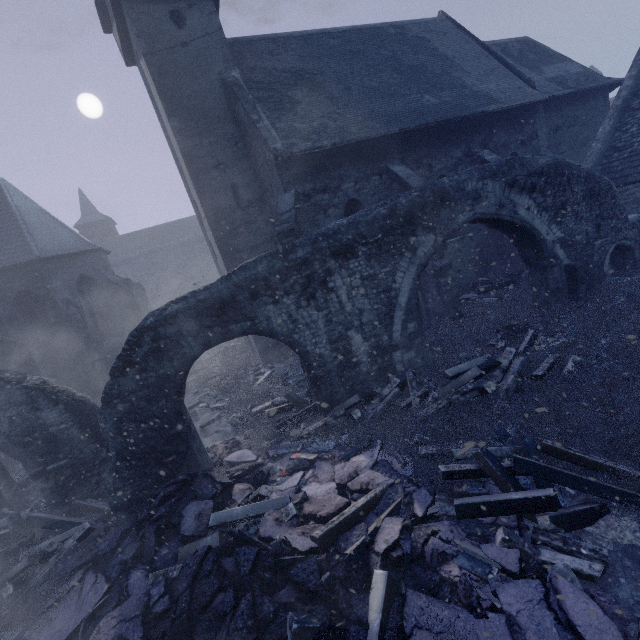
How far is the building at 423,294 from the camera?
11.9m

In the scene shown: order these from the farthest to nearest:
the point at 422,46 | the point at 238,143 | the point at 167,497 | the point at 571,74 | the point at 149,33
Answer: the point at 571,74, the point at 422,46, the point at 238,143, the point at 149,33, the point at 167,497

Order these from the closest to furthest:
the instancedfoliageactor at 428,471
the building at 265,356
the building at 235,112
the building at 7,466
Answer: the instancedfoliageactor at 428,471 → the building at 7,466 → the building at 235,112 → the building at 265,356

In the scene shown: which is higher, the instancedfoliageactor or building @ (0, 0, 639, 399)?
building @ (0, 0, 639, 399)

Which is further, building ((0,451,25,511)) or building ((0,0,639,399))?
building ((0,0,639,399))

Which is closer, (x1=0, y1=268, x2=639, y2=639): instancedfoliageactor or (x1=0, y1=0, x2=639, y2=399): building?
(x1=0, y1=268, x2=639, y2=639): instancedfoliageactor

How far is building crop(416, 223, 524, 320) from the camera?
11.88m
